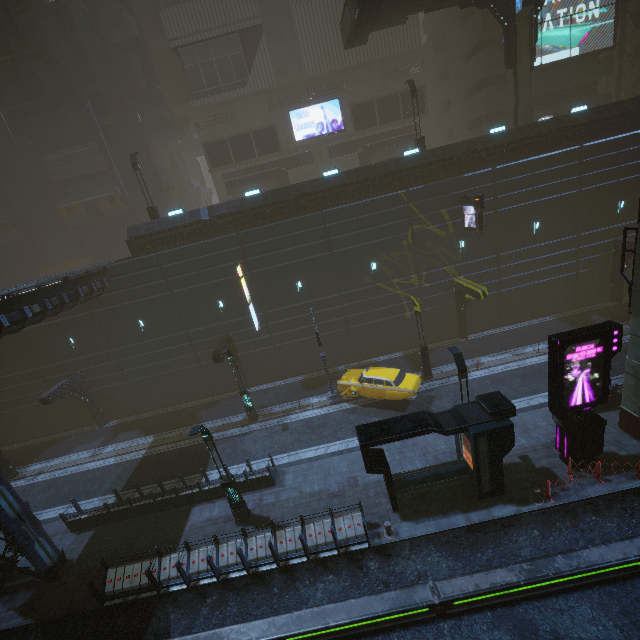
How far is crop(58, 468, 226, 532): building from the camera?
16.00m

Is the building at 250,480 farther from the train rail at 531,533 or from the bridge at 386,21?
the bridge at 386,21

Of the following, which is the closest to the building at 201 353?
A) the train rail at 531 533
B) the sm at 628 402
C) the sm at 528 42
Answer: the train rail at 531 533

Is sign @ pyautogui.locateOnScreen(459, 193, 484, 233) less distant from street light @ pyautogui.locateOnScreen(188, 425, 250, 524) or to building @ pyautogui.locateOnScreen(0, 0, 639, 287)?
building @ pyautogui.locateOnScreen(0, 0, 639, 287)

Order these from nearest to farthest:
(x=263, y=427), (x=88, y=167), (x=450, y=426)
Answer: (x=450, y=426) < (x=263, y=427) < (x=88, y=167)

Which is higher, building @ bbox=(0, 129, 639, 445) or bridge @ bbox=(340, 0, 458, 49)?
bridge @ bbox=(340, 0, 458, 49)

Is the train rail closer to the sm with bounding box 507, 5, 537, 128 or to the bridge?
the sm with bounding box 507, 5, 537, 128

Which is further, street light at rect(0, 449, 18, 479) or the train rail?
street light at rect(0, 449, 18, 479)
